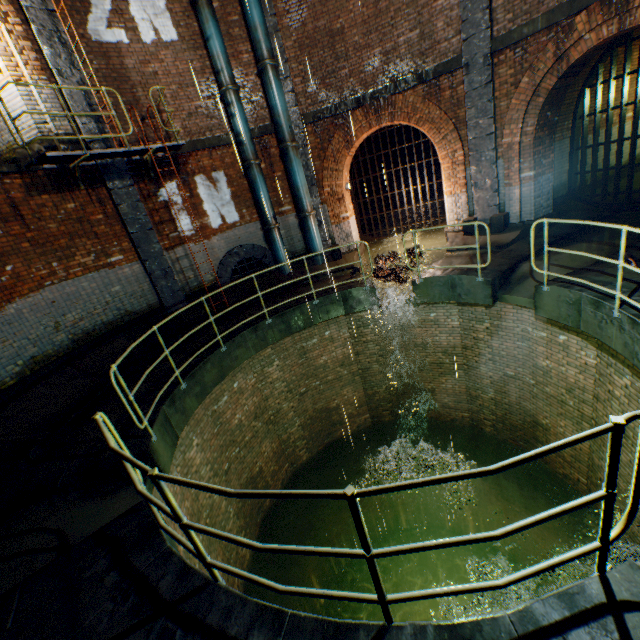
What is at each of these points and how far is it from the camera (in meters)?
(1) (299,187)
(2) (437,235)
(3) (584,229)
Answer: (1) pipe, 10.45
(2) building tunnel, 12.32
(3) building tunnel, 8.96

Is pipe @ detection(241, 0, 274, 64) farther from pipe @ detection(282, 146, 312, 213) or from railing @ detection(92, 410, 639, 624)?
railing @ detection(92, 410, 639, 624)

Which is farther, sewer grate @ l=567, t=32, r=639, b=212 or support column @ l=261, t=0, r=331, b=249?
support column @ l=261, t=0, r=331, b=249

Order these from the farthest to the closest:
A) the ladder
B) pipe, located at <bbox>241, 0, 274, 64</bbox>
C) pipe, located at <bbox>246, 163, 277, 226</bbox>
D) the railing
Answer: pipe, located at <bbox>246, 163, 277, 226</bbox>
pipe, located at <bbox>241, 0, 274, 64</bbox>
the ladder
the railing

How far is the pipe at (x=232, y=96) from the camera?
9.39m

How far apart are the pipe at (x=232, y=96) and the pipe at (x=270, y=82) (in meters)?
0.78

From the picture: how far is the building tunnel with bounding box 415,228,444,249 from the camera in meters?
11.6

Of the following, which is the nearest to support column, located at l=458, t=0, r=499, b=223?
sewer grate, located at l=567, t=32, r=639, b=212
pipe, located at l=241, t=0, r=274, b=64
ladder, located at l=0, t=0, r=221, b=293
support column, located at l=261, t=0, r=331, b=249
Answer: support column, located at l=261, t=0, r=331, b=249
